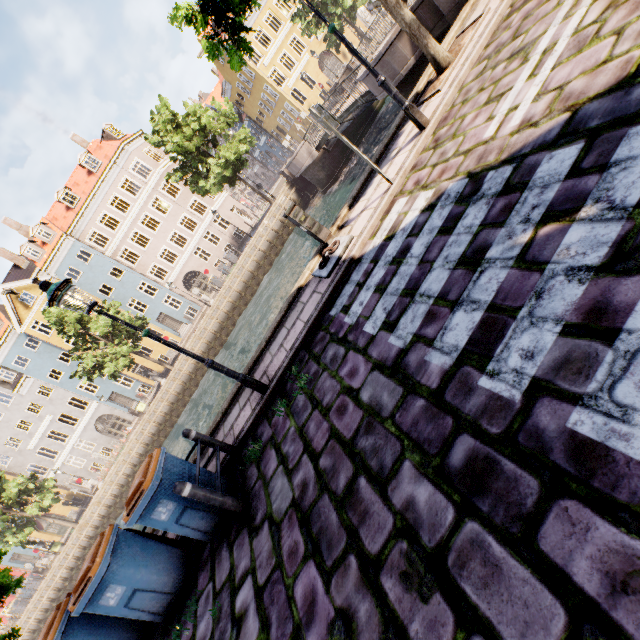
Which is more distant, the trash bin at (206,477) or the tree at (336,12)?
the tree at (336,12)

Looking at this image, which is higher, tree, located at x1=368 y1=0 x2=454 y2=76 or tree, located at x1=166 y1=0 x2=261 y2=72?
tree, located at x1=166 y1=0 x2=261 y2=72

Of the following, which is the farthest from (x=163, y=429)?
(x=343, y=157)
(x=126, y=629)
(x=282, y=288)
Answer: (x=343, y=157)

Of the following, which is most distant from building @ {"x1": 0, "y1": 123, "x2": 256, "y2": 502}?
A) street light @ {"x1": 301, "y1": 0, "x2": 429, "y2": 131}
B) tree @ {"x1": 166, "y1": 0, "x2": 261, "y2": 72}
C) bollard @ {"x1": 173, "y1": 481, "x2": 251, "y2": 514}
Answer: bollard @ {"x1": 173, "y1": 481, "x2": 251, "y2": 514}

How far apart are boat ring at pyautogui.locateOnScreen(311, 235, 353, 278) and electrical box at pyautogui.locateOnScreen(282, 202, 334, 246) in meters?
Result: 0.0 m

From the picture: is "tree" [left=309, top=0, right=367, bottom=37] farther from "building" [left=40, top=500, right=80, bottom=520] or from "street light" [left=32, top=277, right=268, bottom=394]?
"building" [left=40, top=500, right=80, bottom=520]

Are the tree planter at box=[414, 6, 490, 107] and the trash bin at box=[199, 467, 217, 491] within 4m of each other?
no

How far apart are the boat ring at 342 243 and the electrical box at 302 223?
0.0 meters
